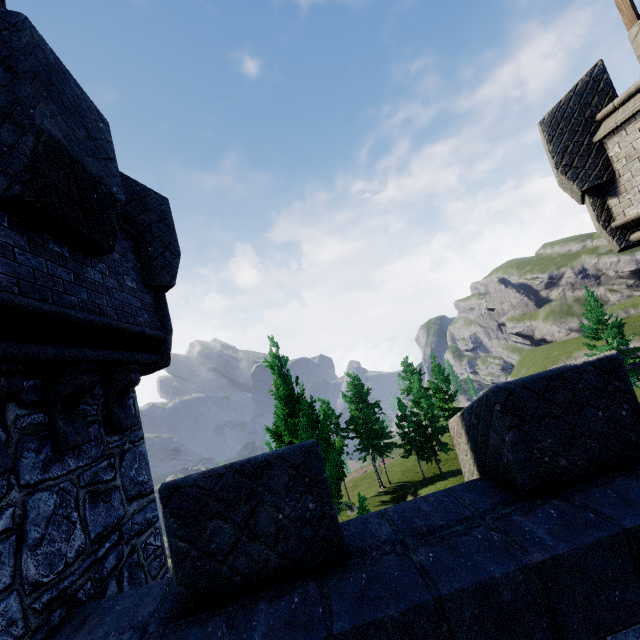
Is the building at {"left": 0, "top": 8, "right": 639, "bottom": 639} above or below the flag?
below

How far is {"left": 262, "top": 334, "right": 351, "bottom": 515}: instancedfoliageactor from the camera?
8.27m

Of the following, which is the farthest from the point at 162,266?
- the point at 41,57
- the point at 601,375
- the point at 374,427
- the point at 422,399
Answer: the point at 374,427

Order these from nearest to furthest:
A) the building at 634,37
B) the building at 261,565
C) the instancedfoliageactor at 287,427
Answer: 1. the building at 261,565
2. the building at 634,37
3. the instancedfoliageactor at 287,427

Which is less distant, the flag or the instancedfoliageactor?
the flag

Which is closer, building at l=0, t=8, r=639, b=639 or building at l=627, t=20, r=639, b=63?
building at l=0, t=8, r=639, b=639

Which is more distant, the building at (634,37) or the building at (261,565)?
the building at (634,37)

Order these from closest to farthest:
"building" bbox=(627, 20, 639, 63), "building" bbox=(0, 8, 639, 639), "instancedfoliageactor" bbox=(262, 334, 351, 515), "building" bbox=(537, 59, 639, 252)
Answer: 1. "building" bbox=(0, 8, 639, 639)
2. "building" bbox=(627, 20, 639, 63)
3. "building" bbox=(537, 59, 639, 252)
4. "instancedfoliageactor" bbox=(262, 334, 351, 515)
